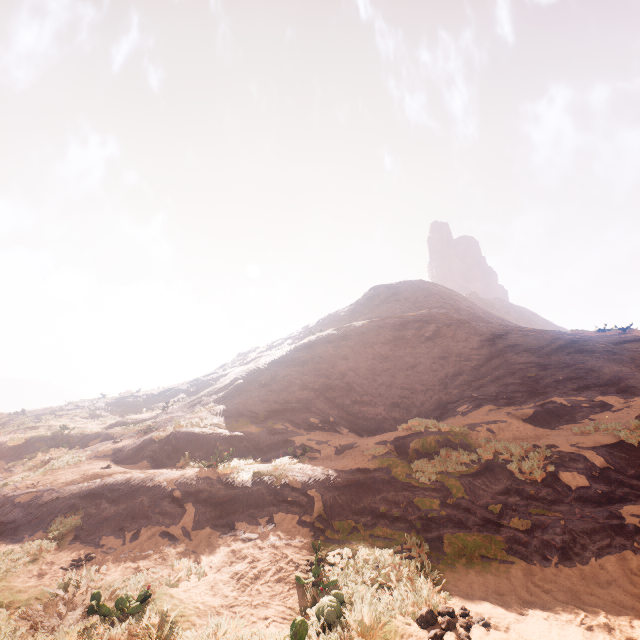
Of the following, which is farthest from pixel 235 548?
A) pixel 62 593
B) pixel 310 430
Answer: pixel 310 430
